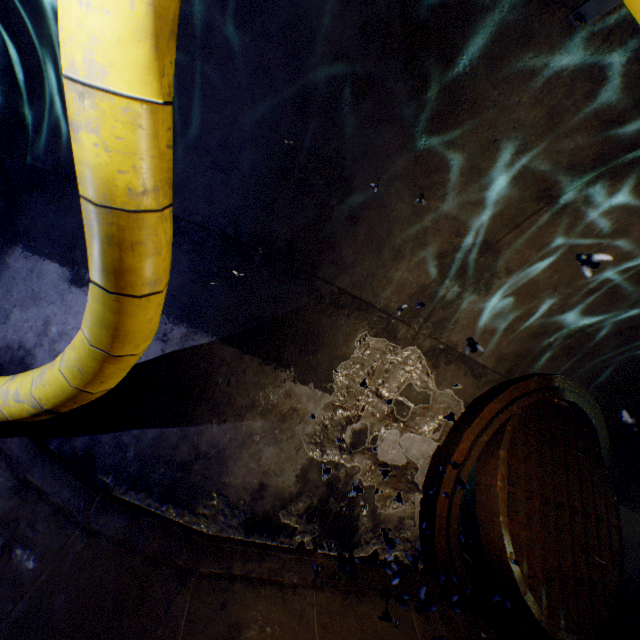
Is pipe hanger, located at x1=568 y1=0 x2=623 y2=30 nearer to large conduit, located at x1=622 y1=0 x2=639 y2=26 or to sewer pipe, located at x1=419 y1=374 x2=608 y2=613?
large conduit, located at x1=622 y1=0 x2=639 y2=26

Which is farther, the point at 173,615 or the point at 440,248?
the point at 440,248

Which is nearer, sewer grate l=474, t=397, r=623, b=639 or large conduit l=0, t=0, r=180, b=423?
large conduit l=0, t=0, r=180, b=423

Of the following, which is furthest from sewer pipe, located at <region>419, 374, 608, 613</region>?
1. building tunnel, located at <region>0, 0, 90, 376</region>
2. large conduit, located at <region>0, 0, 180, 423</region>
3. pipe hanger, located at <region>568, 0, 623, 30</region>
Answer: pipe hanger, located at <region>568, 0, 623, 30</region>

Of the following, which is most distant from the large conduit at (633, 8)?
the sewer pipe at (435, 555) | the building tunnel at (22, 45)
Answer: the sewer pipe at (435, 555)

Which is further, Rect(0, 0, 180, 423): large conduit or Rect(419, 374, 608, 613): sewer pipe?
Rect(419, 374, 608, 613): sewer pipe

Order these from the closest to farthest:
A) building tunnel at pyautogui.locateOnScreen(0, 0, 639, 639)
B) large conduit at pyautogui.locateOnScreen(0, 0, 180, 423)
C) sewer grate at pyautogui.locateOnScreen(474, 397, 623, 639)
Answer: large conduit at pyautogui.locateOnScreen(0, 0, 180, 423) < building tunnel at pyautogui.locateOnScreen(0, 0, 639, 639) < sewer grate at pyautogui.locateOnScreen(474, 397, 623, 639)

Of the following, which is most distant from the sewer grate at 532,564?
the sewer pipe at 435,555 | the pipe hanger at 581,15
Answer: the pipe hanger at 581,15
